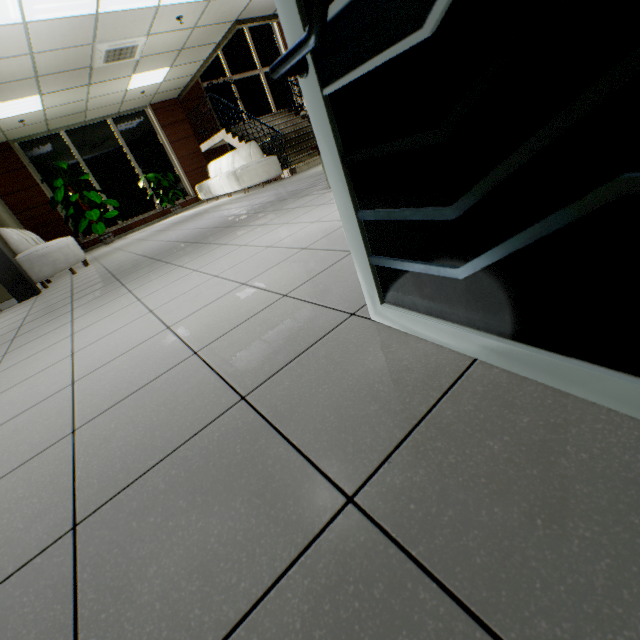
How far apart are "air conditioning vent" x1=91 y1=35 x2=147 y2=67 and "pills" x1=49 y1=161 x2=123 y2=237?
3.85m

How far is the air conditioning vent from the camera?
5.89m

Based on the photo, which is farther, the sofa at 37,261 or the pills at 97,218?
the pills at 97,218

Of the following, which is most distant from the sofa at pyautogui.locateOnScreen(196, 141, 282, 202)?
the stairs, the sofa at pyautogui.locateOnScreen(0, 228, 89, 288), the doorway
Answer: the doorway

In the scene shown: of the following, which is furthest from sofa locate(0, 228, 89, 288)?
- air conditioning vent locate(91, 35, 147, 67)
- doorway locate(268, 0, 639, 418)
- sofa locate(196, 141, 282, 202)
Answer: doorway locate(268, 0, 639, 418)

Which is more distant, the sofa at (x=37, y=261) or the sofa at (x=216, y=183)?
the sofa at (x=216, y=183)

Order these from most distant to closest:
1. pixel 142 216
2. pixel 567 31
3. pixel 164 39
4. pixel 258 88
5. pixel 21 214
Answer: pixel 258 88 → pixel 142 216 → pixel 21 214 → pixel 164 39 → pixel 567 31

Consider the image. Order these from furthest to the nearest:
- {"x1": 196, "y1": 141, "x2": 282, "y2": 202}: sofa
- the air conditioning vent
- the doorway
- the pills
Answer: the pills < {"x1": 196, "y1": 141, "x2": 282, "y2": 202}: sofa < the air conditioning vent < the doorway
